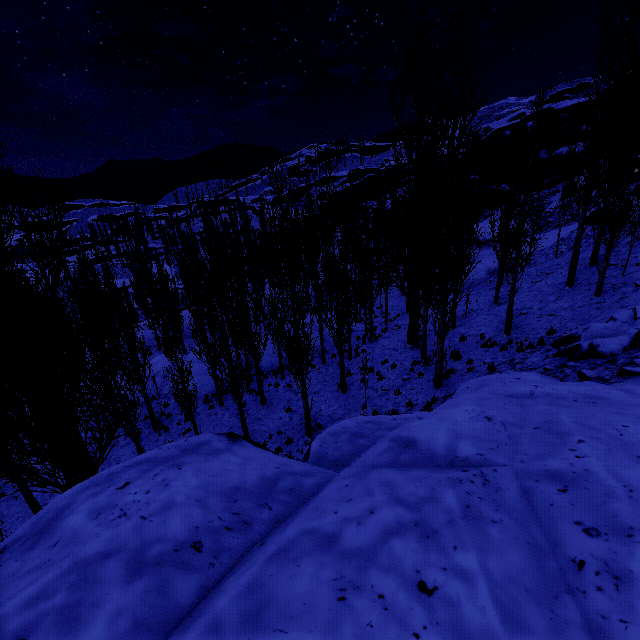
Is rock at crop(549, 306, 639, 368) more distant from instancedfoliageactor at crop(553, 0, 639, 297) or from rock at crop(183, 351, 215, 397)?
rock at crop(183, 351, 215, 397)

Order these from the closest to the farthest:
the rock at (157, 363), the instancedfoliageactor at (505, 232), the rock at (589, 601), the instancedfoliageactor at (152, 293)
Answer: the rock at (589, 601), the instancedfoliageactor at (152, 293), the instancedfoliageactor at (505, 232), the rock at (157, 363)

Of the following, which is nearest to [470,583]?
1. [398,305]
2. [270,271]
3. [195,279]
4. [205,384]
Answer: [270,271]

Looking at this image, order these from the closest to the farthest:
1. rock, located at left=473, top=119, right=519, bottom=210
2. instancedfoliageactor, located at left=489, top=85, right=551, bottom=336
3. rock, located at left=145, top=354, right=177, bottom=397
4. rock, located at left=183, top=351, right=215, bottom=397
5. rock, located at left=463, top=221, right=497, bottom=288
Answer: instancedfoliageactor, located at left=489, top=85, right=551, bottom=336
rock, located at left=183, top=351, right=215, bottom=397
rock, located at left=145, top=354, right=177, bottom=397
rock, located at left=463, top=221, right=497, bottom=288
rock, located at left=473, top=119, right=519, bottom=210

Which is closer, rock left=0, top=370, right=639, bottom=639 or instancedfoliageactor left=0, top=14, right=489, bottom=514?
rock left=0, top=370, right=639, bottom=639

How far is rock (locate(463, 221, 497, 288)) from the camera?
26.0 meters

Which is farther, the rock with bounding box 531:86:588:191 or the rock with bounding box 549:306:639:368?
the rock with bounding box 531:86:588:191

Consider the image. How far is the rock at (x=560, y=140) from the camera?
34.31m
